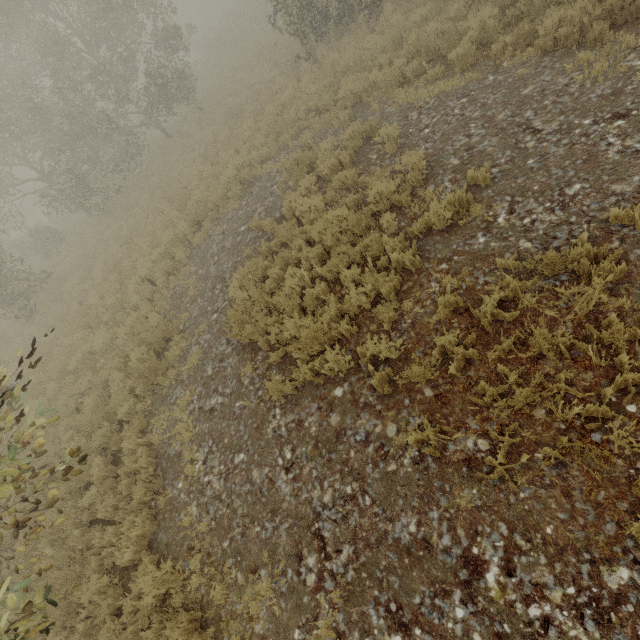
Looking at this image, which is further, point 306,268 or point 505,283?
point 306,268
